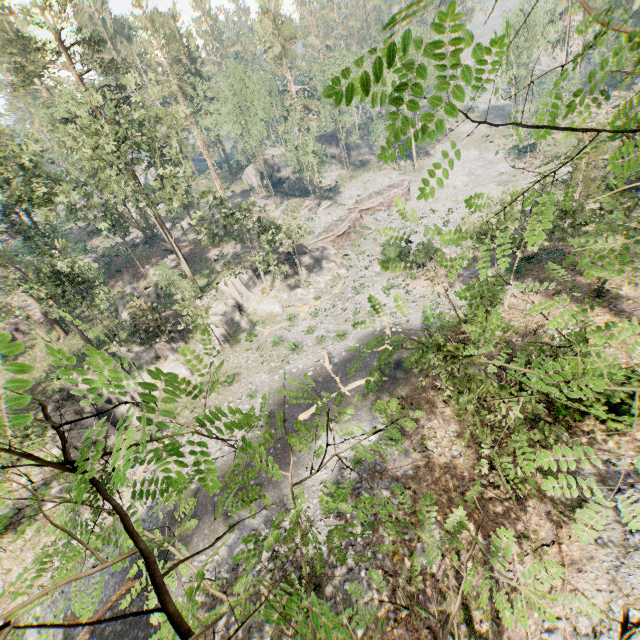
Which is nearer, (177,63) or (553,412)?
(553,412)

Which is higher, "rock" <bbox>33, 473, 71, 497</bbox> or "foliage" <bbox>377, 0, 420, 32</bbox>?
"foliage" <bbox>377, 0, 420, 32</bbox>

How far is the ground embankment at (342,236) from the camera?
43.97m

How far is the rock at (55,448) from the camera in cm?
2325

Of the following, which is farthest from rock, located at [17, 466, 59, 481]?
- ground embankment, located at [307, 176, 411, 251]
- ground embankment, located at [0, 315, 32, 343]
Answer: ground embankment, located at [0, 315, 32, 343]

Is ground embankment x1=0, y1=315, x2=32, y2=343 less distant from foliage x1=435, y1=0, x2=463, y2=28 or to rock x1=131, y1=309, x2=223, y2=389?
foliage x1=435, y1=0, x2=463, y2=28

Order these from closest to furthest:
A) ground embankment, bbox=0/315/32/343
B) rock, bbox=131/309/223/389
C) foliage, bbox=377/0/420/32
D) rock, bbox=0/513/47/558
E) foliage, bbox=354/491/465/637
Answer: foliage, bbox=377/0/420/32 → foliage, bbox=354/491/465/637 → rock, bbox=0/513/47/558 → rock, bbox=131/309/223/389 → ground embankment, bbox=0/315/32/343

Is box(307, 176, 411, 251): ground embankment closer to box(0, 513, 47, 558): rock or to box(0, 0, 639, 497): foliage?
box(0, 513, 47, 558): rock
